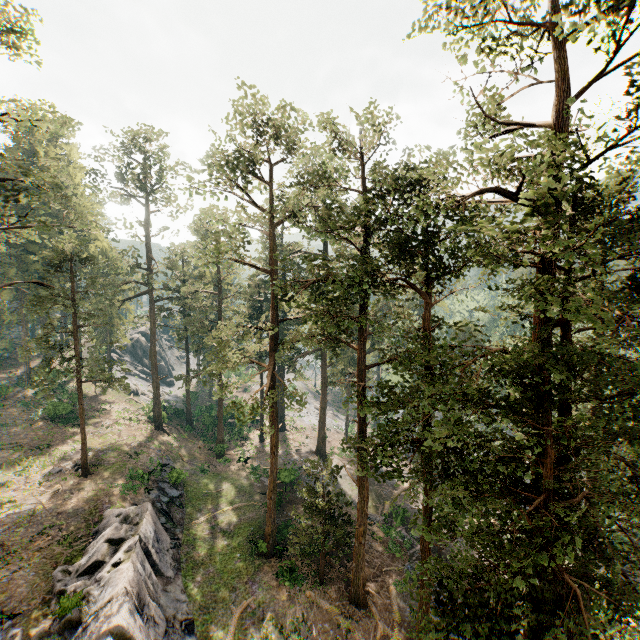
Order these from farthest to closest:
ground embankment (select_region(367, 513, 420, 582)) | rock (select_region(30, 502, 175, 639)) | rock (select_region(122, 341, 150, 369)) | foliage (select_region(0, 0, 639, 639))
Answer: rock (select_region(122, 341, 150, 369))
ground embankment (select_region(367, 513, 420, 582))
rock (select_region(30, 502, 175, 639))
foliage (select_region(0, 0, 639, 639))

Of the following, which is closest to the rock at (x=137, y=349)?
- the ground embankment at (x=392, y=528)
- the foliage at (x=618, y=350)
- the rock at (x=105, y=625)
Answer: the foliage at (x=618, y=350)

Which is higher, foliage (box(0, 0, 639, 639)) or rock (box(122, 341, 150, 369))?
foliage (box(0, 0, 639, 639))

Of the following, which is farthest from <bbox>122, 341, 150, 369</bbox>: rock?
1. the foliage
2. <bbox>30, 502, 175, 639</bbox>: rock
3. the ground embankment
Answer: the ground embankment

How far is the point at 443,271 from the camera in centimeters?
1395cm

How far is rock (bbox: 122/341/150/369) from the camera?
58.5m

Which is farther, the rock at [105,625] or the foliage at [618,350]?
the rock at [105,625]

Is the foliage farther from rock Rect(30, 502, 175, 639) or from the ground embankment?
rock Rect(30, 502, 175, 639)
